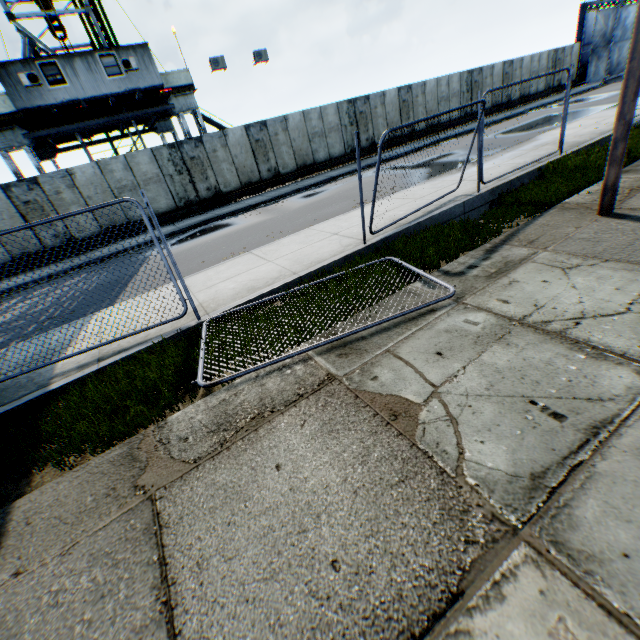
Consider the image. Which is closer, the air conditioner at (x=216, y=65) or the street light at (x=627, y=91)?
the street light at (x=627, y=91)

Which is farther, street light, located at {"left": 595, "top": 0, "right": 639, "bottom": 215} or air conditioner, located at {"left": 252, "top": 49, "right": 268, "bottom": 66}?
air conditioner, located at {"left": 252, "top": 49, "right": 268, "bottom": 66}

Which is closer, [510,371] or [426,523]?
[426,523]

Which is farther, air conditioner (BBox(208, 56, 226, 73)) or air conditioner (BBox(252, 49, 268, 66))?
air conditioner (BBox(252, 49, 268, 66))

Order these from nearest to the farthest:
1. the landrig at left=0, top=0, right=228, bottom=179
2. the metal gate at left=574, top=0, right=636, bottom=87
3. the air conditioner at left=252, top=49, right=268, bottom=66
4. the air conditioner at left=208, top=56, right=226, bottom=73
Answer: the landrig at left=0, top=0, right=228, bottom=179 → the air conditioner at left=208, top=56, right=226, bottom=73 → the air conditioner at left=252, top=49, right=268, bottom=66 → the metal gate at left=574, top=0, right=636, bottom=87

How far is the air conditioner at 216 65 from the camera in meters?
18.0 m

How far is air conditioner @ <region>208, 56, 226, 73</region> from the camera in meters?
18.0 m

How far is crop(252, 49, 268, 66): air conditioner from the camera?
19.0 meters
